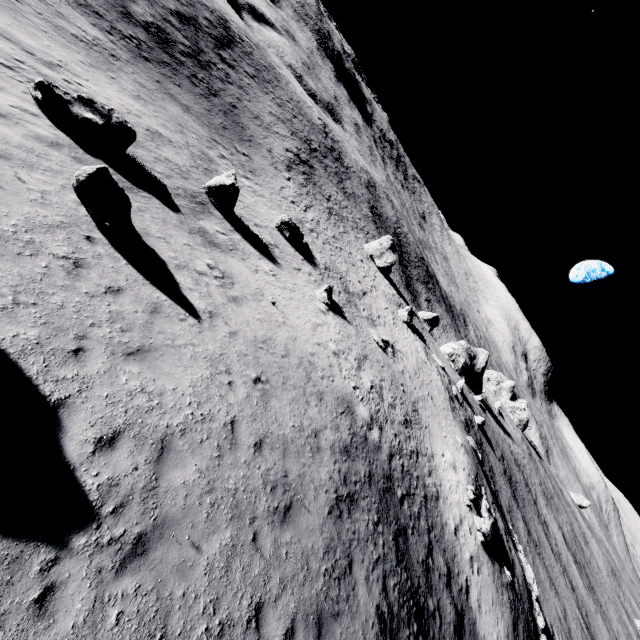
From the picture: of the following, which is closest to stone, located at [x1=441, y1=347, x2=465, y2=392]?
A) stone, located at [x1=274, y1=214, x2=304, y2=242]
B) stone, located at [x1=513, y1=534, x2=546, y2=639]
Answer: stone, located at [x1=513, y1=534, x2=546, y2=639]

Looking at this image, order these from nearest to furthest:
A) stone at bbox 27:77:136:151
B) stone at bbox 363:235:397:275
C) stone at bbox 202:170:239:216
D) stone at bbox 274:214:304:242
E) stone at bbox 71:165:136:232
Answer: stone at bbox 71:165:136:232 < stone at bbox 27:77:136:151 < stone at bbox 202:170:239:216 < stone at bbox 274:214:304:242 < stone at bbox 363:235:397:275

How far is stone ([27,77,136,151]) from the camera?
12.0 meters

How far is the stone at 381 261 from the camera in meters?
53.1

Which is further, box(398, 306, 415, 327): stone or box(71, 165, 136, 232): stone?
box(398, 306, 415, 327): stone

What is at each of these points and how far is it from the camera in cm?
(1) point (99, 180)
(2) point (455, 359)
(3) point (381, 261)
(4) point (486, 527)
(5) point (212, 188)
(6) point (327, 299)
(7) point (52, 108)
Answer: (1) stone, 907
(2) stone, 5925
(3) stone, 5322
(4) stone, 2112
(5) stone, 1958
(6) stone, 2469
(7) stone, 1216

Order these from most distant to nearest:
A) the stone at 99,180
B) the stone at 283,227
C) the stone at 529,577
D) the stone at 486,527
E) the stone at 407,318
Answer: the stone at 407,318 → the stone at 283,227 → the stone at 529,577 → the stone at 486,527 → the stone at 99,180

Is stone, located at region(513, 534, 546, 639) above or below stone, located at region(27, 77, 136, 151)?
above
